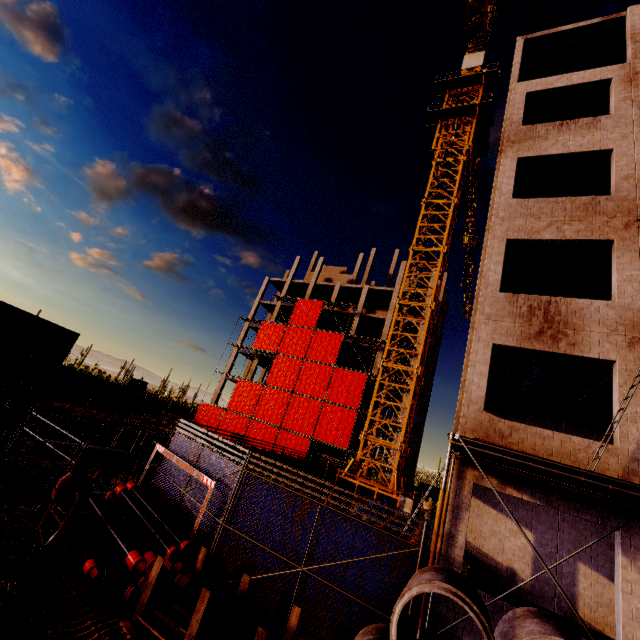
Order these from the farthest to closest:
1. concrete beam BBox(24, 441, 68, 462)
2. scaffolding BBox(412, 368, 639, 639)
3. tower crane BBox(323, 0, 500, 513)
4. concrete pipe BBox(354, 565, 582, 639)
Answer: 1. tower crane BBox(323, 0, 500, 513)
2. concrete beam BBox(24, 441, 68, 462)
3. scaffolding BBox(412, 368, 639, 639)
4. concrete pipe BBox(354, 565, 582, 639)

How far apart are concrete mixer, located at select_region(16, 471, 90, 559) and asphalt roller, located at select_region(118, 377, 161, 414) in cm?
2745

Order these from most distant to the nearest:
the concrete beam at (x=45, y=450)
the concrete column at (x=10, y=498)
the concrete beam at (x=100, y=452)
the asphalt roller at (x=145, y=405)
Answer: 1. the asphalt roller at (x=145, y=405)
2. the concrete beam at (x=100, y=452)
3. the concrete beam at (x=45, y=450)
4. the concrete column at (x=10, y=498)

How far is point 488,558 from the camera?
13.5m

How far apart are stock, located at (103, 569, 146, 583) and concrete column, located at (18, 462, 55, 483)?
3.50m

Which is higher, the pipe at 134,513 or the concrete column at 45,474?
the pipe at 134,513

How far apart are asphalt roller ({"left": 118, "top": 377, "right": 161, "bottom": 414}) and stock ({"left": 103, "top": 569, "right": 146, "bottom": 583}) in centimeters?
2887cm

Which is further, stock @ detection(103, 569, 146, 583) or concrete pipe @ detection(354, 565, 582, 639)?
stock @ detection(103, 569, 146, 583)
